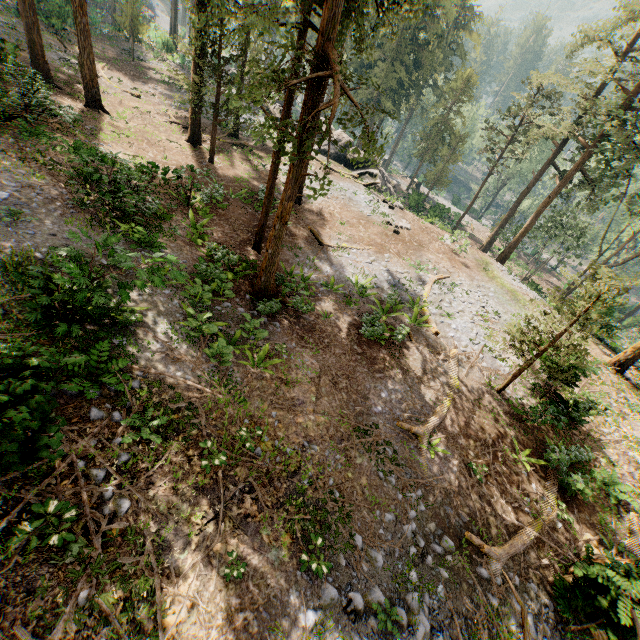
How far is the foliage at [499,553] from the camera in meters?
9.3 m

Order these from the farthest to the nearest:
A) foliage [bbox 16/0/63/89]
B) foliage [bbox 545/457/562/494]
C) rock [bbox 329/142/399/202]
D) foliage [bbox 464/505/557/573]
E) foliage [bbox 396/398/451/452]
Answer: rock [bbox 329/142/399/202] < foliage [bbox 16/0/63/89] < foliage [bbox 545/457/562/494] < foliage [bbox 396/398/451/452] < foliage [bbox 464/505/557/573]

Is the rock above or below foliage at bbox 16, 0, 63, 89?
below

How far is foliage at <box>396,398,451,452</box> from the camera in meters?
11.5 m

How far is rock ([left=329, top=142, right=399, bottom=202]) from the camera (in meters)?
31.69

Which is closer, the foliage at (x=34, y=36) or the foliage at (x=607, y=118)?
the foliage at (x=607, y=118)

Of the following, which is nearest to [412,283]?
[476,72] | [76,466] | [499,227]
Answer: [76,466]
